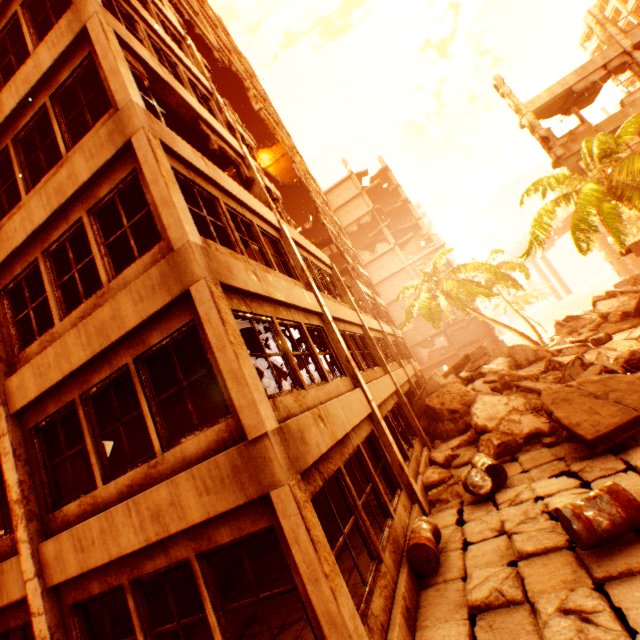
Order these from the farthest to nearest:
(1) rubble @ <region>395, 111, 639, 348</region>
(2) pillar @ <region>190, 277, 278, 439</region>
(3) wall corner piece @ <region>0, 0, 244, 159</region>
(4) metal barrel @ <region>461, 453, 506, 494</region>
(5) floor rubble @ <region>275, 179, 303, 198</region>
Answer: (5) floor rubble @ <region>275, 179, 303, 198</region>, (1) rubble @ <region>395, 111, 639, 348</region>, (4) metal barrel @ <region>461, 453, 506, 494</region>, (3) wall corner piece @ <region>0, 0, 244, 159</region>, (2) pillar @ <region>190, 277, 278, 439</region>

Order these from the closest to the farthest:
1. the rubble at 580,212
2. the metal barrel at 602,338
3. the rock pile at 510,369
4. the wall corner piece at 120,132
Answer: the wall corner piece at 120,132, the rock pile at 510,369, the rubble at 580,212, the metal barrel at 602,338

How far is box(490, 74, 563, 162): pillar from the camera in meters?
16.7

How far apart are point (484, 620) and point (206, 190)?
8.5 meters

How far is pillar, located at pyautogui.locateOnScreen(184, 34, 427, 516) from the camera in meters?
8.1 m

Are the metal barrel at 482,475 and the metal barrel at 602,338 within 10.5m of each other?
no

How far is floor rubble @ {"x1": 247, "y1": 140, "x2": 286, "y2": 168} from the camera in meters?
26.5 m

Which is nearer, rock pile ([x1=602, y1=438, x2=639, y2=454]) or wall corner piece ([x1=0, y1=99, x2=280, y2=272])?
wall corner piece ([x1=0, y1=99, x2=280, y2=272])
